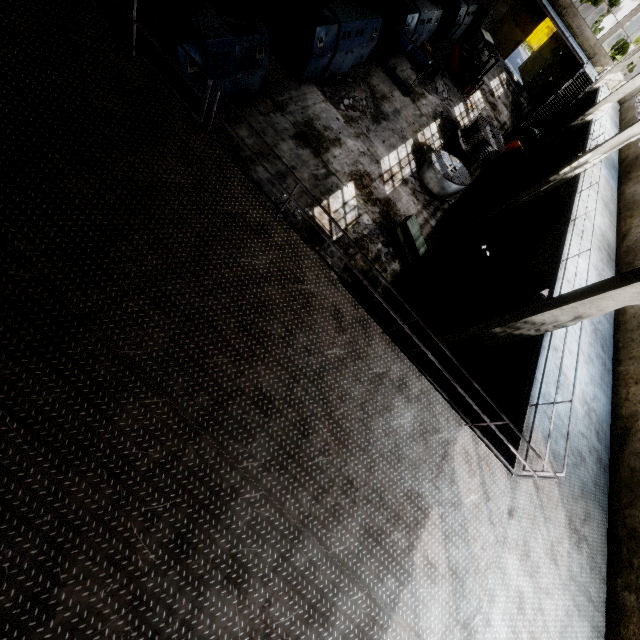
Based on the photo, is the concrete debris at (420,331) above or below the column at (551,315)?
below

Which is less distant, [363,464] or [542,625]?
[363,464]

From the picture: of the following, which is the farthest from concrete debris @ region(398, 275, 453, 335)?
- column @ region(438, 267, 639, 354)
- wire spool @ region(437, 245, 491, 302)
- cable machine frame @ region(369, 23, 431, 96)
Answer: cable machine frame @ region(369, 23, 431, 96)

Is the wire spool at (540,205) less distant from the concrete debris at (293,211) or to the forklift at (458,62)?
the forklift at (458,62)

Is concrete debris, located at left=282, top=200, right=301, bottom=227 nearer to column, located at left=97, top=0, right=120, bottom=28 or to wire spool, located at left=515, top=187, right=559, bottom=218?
column, located at left=97, top=0, right=120, bottom=28

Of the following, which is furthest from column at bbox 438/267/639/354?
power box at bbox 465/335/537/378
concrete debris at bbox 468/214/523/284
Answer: concrete debris at bbox 468/214/523/284

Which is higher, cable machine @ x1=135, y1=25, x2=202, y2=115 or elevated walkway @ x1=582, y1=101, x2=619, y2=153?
elevated walkway @ x1=582, y1=101, x2=619, y2=153

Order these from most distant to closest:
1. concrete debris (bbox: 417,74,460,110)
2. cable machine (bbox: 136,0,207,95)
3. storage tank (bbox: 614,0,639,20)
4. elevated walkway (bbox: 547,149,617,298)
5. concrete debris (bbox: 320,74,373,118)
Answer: storage tank (bbox: 614,0,639,20), concrete debris (bbox: 417,74,460,110), concrete debris (bbox: 320,74,373,118), elevated walkway (bbox: 547,149,617,298), cable machine (bbox: 136,0,207,95)
